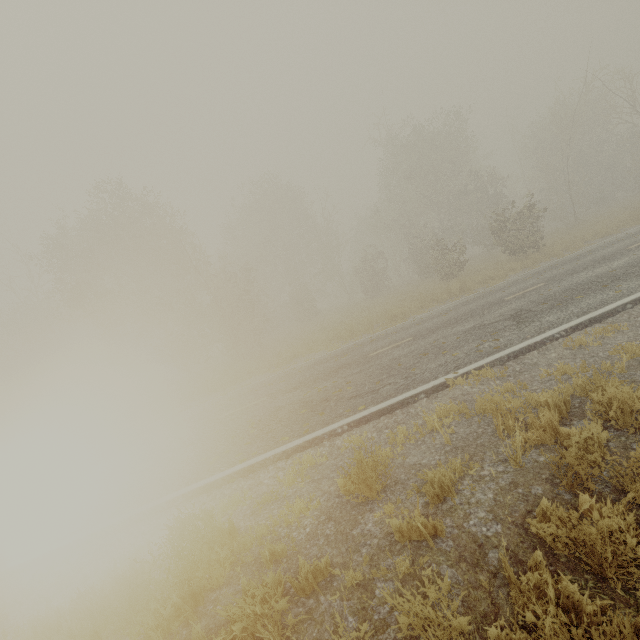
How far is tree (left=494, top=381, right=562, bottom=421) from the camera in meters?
4.0 m

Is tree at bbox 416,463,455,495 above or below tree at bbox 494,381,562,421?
above

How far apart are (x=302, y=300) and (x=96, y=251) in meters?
18.2 m

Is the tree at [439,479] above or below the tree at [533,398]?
above

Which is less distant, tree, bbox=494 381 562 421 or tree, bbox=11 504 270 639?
tree, bbox=11 504 270 639

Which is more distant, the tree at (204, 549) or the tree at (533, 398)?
the tree at (533, 398)
